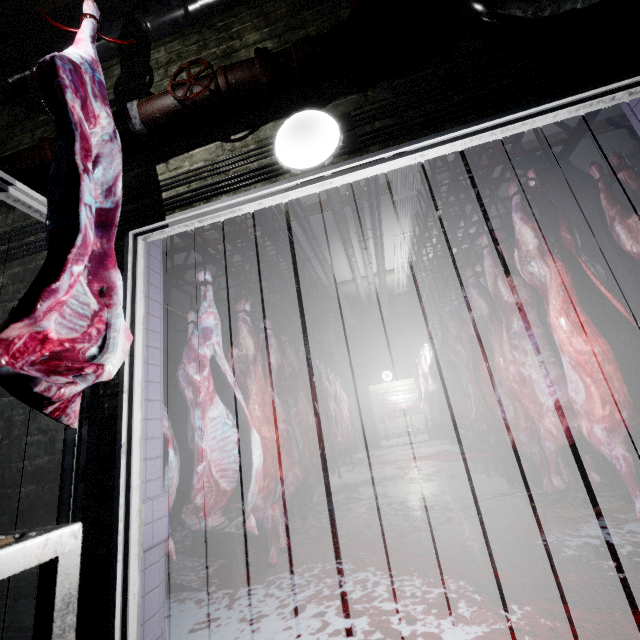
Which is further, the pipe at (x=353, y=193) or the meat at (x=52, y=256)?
the pipe at (x=353, y=193)

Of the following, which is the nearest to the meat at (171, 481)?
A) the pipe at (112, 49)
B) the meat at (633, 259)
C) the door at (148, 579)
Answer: the door at (148, 579)

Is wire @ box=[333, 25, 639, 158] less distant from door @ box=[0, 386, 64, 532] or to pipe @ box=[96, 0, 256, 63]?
pipe @ box=[96, 0, 256, 63]

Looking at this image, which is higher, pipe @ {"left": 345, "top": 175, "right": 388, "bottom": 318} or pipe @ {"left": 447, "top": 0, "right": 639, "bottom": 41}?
pipe @ {"left": 345, "top": 175, "right": 388, "bottom": 318}

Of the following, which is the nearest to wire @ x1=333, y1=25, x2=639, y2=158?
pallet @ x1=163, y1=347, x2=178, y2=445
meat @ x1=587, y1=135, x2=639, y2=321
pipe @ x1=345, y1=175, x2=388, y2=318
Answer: meat @ x1=587, y1=135, x2=639, y2=321

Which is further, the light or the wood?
the wood

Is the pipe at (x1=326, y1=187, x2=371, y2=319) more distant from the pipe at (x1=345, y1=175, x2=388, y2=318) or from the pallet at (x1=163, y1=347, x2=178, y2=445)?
the pallet at (x1=163, y1=347, x2=178, y2=445)

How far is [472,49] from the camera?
1.4 meters
